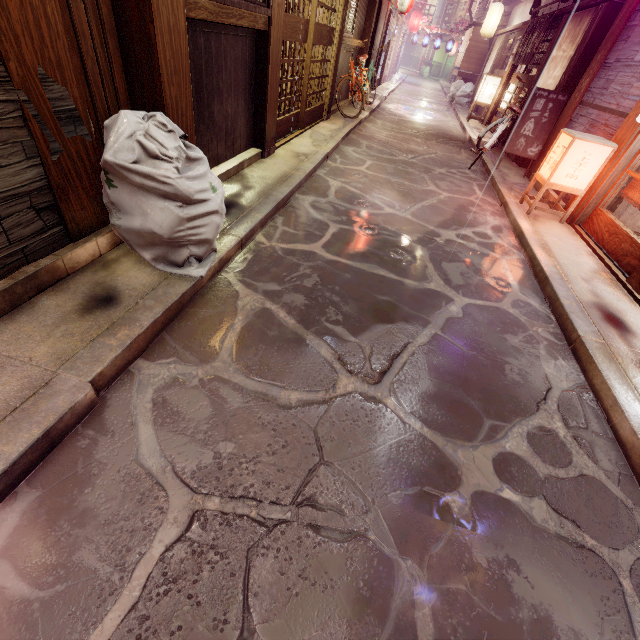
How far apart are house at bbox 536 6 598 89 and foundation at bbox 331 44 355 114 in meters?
9.1 m

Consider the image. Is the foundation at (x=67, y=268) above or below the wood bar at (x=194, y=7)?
below

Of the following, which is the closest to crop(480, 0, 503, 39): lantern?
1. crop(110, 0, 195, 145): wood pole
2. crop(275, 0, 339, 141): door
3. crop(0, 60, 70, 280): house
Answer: crop(275, 0, 339, 141): door

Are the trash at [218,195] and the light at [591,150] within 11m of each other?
yes

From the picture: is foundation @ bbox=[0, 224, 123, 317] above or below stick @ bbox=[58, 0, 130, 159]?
below

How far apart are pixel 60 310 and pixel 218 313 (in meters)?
1.75

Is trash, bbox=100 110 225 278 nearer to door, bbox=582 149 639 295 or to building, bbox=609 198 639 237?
door, bbox=582 149 639 295

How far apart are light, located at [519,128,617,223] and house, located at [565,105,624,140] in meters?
0.2
